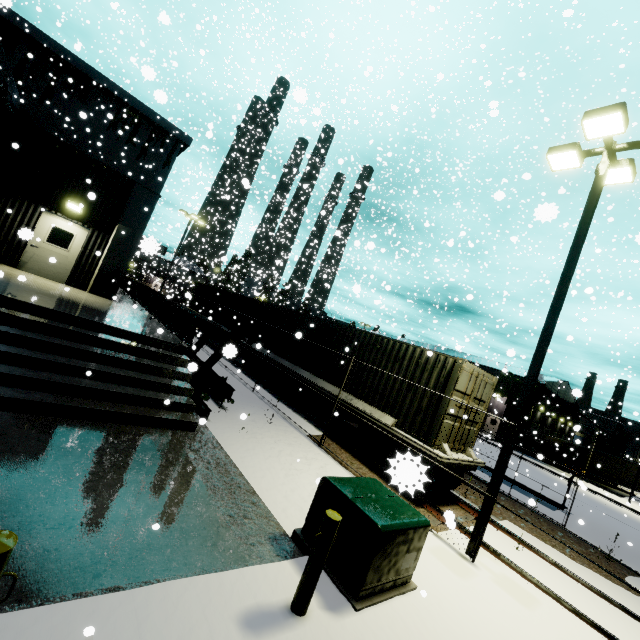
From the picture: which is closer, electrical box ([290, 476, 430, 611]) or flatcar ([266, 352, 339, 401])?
electrical box ([290, 476, 430, 611])

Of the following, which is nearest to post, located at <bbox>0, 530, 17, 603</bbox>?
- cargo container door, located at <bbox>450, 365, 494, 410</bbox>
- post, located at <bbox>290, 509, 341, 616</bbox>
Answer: post, located at <bbox>290, 509, 341, 616</bbox>

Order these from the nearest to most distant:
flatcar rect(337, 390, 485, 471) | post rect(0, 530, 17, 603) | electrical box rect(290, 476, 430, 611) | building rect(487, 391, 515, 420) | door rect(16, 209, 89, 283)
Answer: post rect(0, 530, 17, 603)
electrical box rect(290, 476, 430, 611)
flatcar rect(337, 390, 485, 471)
door rect(16, 209, 89, 283)
building rect(487, 391, 515, 420)

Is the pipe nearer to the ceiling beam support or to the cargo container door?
the ceiling beam support

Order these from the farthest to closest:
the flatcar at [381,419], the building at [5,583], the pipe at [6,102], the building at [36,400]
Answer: the pipe at [6,102], the flatcar at [381,419], the building at [36,400], the building at [5,583]

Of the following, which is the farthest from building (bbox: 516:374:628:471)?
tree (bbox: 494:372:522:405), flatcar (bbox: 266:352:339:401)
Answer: flatcar (bbox: 266:352:339:401)

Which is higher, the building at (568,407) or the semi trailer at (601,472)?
the building at (568,407)

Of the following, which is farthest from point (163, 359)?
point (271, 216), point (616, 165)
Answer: point (271, 216)
